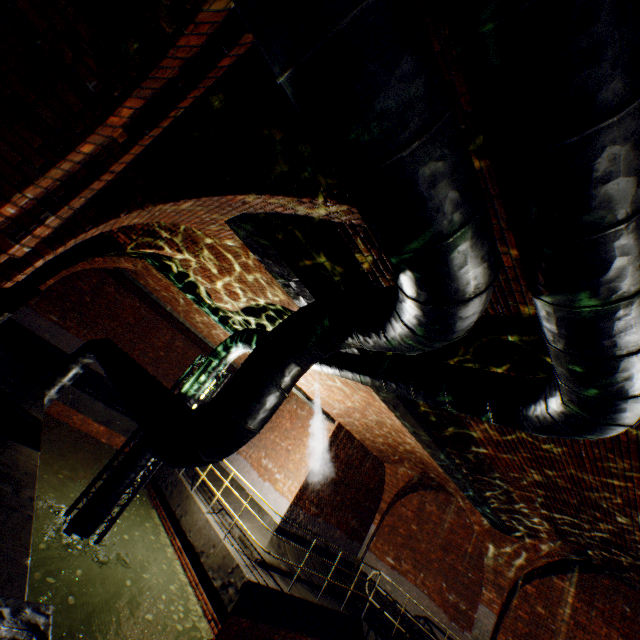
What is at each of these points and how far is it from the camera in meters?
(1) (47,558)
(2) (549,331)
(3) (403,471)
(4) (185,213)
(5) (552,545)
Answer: (1) pipe frame, 6.4
(2) pipe, 2.2
(3) support arch, 12.8
(4) support arch, 3.6
(5) support arch, 8.9

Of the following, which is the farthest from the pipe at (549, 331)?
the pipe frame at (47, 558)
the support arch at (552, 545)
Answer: the support arch at (552, 545)

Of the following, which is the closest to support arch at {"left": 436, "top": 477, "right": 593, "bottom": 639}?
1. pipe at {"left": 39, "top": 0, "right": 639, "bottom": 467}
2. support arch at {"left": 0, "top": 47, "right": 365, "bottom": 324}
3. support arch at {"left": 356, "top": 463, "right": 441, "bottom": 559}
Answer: support arch at {"left": 356, "top": 463, "right": 441, "bottom": 559}

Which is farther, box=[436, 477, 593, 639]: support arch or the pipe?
box=[436, 477, 593, 639]: support arch

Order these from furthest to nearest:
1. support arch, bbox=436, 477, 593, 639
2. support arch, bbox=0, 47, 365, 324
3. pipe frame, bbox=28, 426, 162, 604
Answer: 1. support arch, bbox=436, 477, 593, 639
2. pipe frame, bbox=28, 426, 162, 604
3. support arch, bbox=0, 47, 365, 324

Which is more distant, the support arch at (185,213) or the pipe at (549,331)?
the support arch at (185,213)

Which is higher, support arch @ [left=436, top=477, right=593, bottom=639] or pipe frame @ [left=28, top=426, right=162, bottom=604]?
support arch @ [left=436, top=477, right=593, bottom=639]

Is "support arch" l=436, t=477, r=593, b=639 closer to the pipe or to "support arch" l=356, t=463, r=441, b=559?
"support arch" l=356, t=463, r=441, b=559
